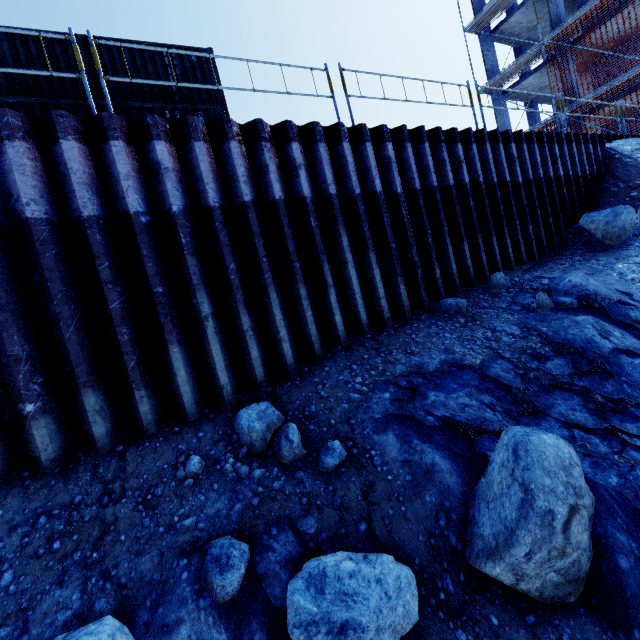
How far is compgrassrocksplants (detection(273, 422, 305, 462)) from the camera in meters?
Result: 3.6 m

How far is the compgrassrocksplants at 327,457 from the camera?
3.5m

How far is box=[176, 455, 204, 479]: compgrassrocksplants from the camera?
3.5 meters

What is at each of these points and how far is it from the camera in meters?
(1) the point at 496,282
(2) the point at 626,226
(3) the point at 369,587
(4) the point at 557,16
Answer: (1) compgrassrocksplants, 6.2 m
(2) compgrassrocksplants, 7.3 m
(3) compgrassrocksplants, 2.2 m
(4) concrete column, 18.2 m

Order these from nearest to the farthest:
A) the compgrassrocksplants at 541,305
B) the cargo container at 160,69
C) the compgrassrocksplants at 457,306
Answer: the compgrassrocksplants at 541,305, the compgrassrocksplants at 457,306, the cargo container at 160,69

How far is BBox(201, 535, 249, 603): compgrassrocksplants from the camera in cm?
262

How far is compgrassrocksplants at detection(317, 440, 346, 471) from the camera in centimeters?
347cm

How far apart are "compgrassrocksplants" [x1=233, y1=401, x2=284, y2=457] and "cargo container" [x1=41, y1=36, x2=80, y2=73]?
8.6m
